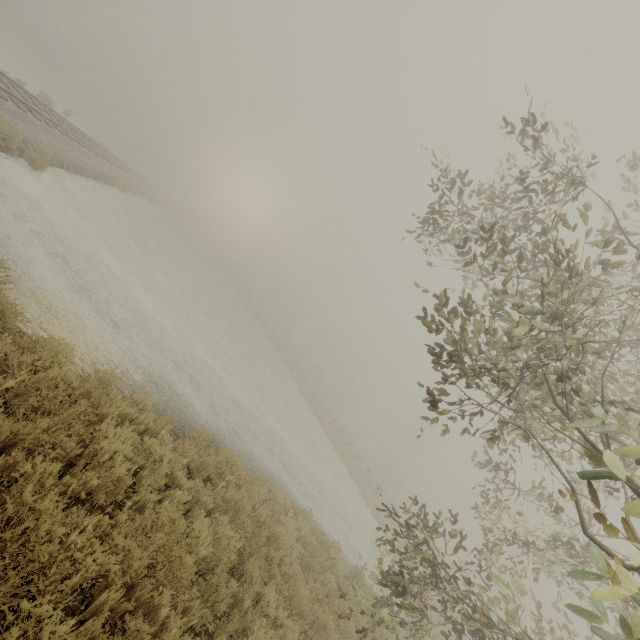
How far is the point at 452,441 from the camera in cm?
4172
